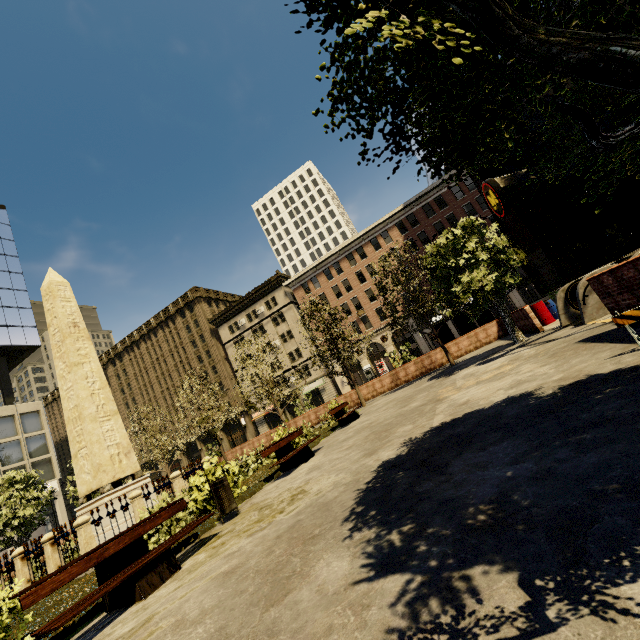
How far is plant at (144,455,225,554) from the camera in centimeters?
680cm

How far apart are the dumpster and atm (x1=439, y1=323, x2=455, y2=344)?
18.8m

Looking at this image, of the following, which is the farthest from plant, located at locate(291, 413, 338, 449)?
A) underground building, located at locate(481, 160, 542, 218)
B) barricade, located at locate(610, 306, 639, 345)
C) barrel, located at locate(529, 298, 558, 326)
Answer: barrel, located at locate(529, 298, 558, 326)

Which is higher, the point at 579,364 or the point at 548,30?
the point at 548,30

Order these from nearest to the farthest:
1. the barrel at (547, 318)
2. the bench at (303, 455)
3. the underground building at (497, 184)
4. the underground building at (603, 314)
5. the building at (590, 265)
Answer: the underground building at (603, 314) < the bench at (303, 455) < the underground building at (497, 184) < the barrel at (547, 318) < the building at (590, 265)

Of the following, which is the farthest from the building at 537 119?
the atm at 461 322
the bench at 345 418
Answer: the bench at 345 418

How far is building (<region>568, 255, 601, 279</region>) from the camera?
35.7m

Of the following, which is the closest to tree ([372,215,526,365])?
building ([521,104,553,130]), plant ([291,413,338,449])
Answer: plant ([291,413,338,449])
